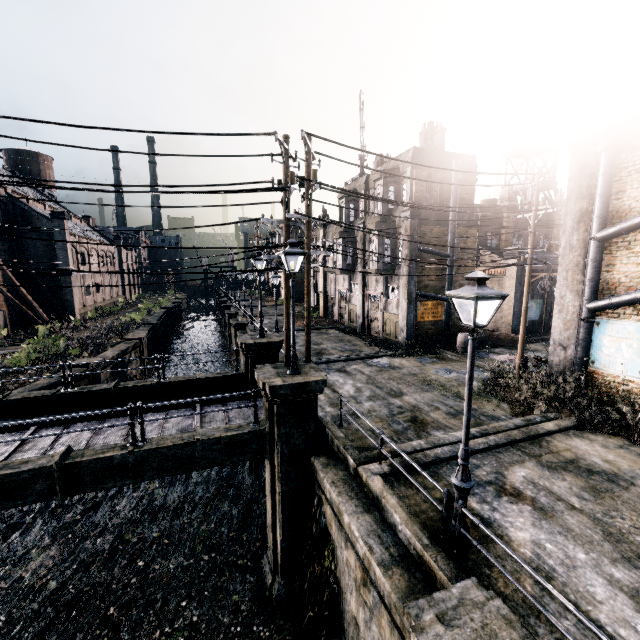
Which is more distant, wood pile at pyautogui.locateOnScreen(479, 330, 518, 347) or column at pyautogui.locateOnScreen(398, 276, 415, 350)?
wood pile at pyautogui.locateOnScreen(479, 330, 518, 347)

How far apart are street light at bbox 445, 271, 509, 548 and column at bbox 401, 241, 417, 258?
16.3m

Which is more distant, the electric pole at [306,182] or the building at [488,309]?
the building at [488,309]

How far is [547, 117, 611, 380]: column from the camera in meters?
13.7 m

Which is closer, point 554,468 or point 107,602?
point 554,468

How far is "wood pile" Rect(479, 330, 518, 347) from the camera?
24.62m

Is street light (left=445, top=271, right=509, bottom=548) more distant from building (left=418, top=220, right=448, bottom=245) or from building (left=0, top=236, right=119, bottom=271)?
building (left=0, top=236, right=119, bottom=271)

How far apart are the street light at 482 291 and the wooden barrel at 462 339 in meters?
17.3
